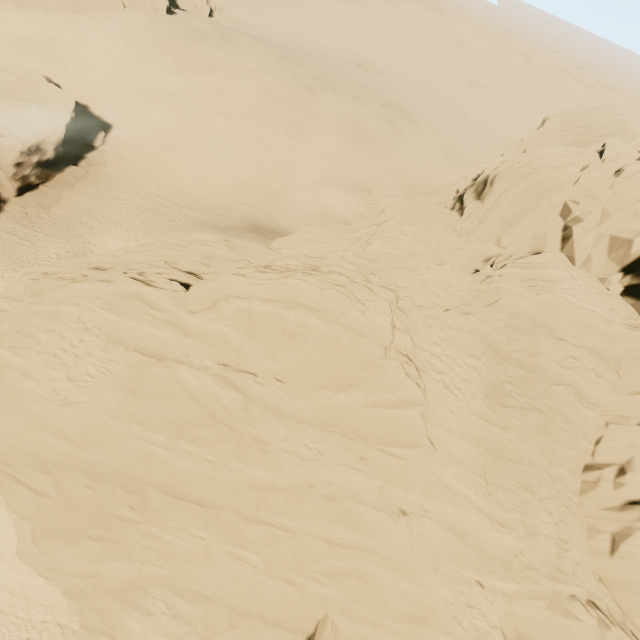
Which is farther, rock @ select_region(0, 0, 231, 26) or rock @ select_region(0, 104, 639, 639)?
rock @ select_region(0, 0, 231, 26)

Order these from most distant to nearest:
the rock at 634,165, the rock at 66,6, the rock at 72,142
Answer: the rock at 66,6
the rock at 72,142
the rock at 634,165

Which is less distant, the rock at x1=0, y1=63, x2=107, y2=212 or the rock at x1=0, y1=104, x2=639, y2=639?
the rock at x1=0, y1=104, x2=639, y2=639

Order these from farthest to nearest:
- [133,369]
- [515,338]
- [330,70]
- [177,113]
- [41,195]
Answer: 1. [330,70]
2. [177,113]
3. [41,195]
4. [515,338]
5. [133,369]

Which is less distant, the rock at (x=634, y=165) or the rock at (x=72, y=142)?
the rock at (x=634, y=165)

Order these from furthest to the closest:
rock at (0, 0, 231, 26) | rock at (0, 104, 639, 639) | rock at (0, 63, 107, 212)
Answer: rock at (0, 0, 231, 26) < rock at (0, 63, 107, 212) < rock at (0, 104, 639, 639)
